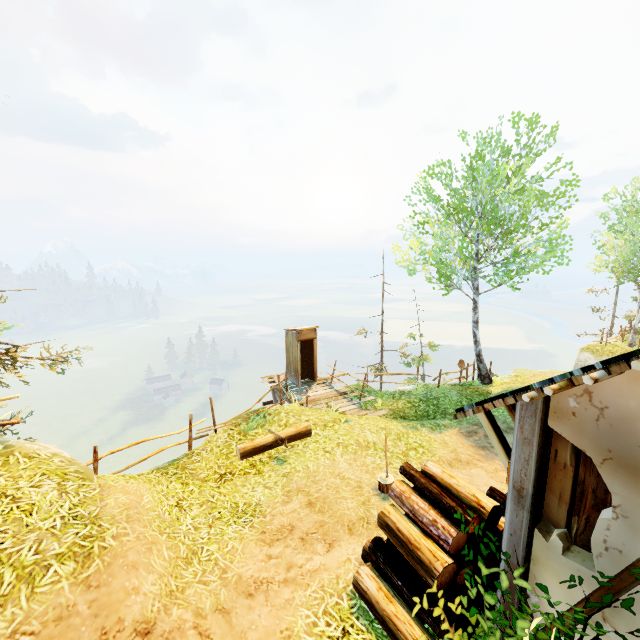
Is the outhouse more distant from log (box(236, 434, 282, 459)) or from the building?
the building

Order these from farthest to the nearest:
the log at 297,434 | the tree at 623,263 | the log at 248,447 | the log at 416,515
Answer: the tree at 623,263 < the log at 297,434 < the log at 248,447 < the log at 416,515

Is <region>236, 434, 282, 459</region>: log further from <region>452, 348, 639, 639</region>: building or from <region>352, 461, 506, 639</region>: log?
<region>452, 348, 639, 639</region>: building

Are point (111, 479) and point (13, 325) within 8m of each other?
no

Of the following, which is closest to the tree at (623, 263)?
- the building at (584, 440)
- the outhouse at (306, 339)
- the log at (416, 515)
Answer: the building at (584, 440)

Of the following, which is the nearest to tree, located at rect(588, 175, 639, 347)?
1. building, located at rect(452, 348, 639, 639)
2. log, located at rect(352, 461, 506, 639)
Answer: building, located at rect(452, 348, 639, 639)

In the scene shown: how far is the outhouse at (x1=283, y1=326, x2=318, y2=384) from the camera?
14.9 meters

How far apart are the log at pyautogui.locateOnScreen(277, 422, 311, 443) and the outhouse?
5.68m
